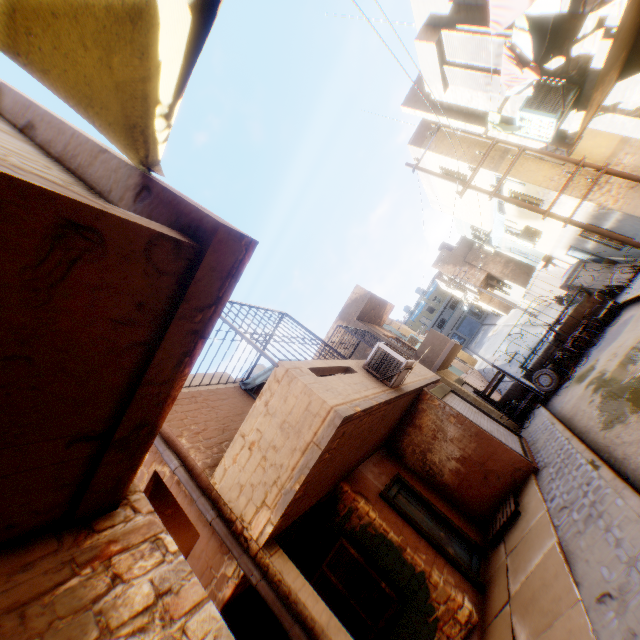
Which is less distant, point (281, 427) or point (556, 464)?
point (281, 427)

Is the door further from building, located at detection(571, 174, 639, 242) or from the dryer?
the dryer

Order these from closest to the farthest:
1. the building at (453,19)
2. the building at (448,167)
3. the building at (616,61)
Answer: the building at (616,61) → the building at (453,19) → the building at (448,167)

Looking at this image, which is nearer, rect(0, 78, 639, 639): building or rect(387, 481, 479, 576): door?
rect(0, 78, 639, 639): building

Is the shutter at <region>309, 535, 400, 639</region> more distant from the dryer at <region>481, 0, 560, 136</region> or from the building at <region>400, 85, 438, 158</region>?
the dryer at <region>481, 0, 560, 136</region>

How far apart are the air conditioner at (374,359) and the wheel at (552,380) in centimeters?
899cm

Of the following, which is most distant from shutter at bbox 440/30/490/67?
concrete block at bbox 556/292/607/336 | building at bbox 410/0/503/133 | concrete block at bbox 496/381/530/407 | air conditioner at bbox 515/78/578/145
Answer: concrete block at bbox 496/381/530/407

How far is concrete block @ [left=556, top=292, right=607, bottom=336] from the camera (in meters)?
13.53
